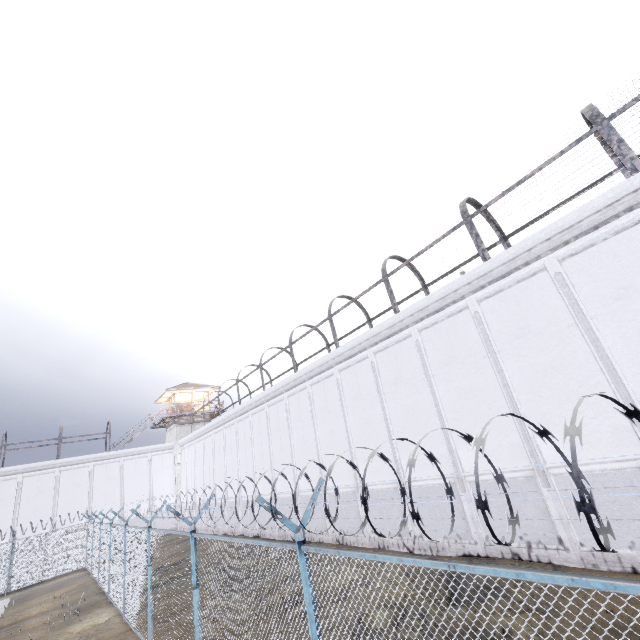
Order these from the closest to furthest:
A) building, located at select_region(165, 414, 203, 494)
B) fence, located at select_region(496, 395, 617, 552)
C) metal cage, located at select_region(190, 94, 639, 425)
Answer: fence, located at select_region(496, 395, 617, 552) → metal cage, located at select_region(190, 94, 639, 425) → building, located at select_region(165, 414, 203, 494)

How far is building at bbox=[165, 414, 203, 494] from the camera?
33.97m

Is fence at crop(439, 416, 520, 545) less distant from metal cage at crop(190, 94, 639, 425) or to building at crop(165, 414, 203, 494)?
metal cage at crop(190, 94, 639, 425)

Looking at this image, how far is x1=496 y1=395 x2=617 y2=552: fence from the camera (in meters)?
1.49

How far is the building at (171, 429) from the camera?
34.0 meters

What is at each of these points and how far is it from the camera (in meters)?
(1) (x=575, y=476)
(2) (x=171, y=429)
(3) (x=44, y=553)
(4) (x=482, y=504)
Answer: (1) fence, 1.52
(2) building, 36.62
(3) fence, 21.16
(4) fence, 1.84

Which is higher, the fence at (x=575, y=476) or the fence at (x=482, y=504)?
the fence at (x=482, y=504)
